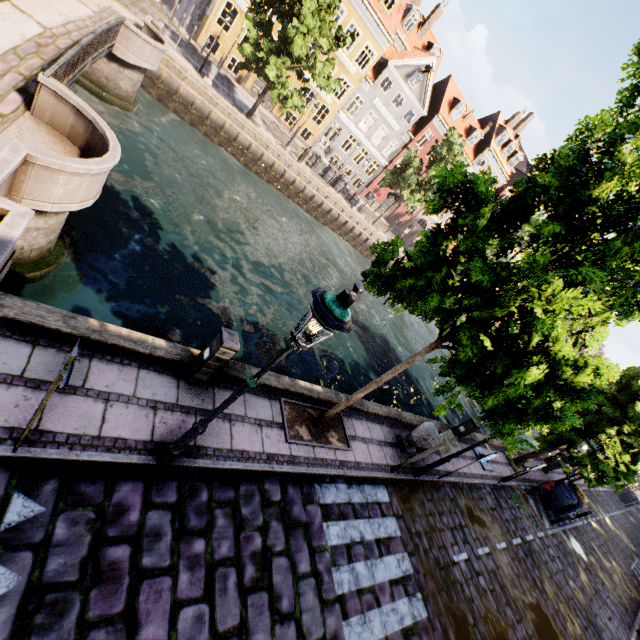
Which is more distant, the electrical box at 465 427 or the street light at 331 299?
the electrical box at 465 427

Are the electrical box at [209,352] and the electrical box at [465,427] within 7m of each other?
no

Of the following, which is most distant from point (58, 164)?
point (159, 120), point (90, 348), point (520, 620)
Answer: point (159, 120)

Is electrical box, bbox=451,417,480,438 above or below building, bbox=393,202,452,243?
below

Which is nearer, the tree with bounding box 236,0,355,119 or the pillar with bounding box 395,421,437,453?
the pillar with bounding box 395,421,437,453

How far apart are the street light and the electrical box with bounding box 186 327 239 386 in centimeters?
122cm

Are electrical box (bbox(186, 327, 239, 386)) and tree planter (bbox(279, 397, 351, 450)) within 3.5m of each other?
yes

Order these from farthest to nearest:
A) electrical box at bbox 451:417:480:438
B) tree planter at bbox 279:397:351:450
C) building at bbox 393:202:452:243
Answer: building at bbox 393:202:452:243 < electrical box at bbox 451:417:480:438 < tree planter at bbox 279:397:351:450
